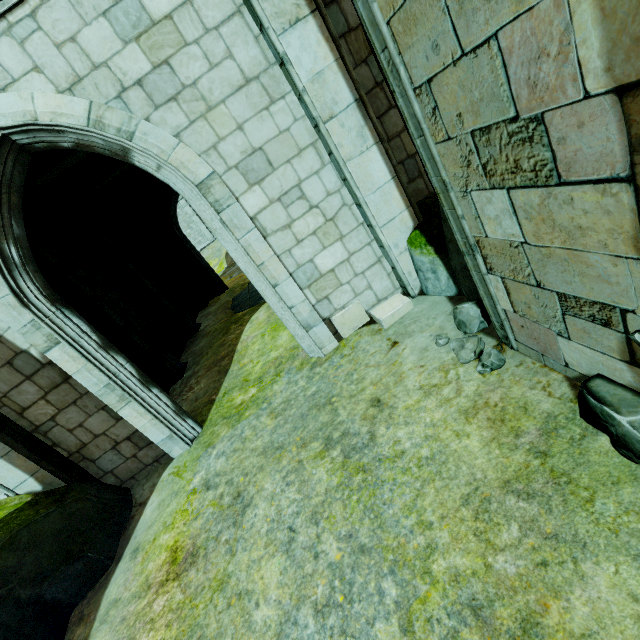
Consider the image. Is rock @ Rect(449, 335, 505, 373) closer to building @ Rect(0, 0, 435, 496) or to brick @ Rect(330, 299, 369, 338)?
building @ Rect(0, 0, 435, 496)

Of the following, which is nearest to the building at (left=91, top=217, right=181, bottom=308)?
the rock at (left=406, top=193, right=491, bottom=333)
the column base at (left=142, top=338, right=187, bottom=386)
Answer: the rock at (left=406, top=193, right=491, bottom=333)

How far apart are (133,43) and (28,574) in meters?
6.4

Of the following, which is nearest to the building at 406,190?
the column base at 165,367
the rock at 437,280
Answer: the rock at 437,280

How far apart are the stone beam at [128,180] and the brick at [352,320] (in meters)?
11.79

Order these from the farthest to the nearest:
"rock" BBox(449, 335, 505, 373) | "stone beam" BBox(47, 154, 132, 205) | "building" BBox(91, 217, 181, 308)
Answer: "building" BBox(91, 217, 181, 308)
"stone beam" BBox(47, 154, 132, 205)
"rock" BBox(449, 335, 505, 373)

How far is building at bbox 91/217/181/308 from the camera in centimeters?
1248cm

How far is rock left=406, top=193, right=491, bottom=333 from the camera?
3.9 meters
